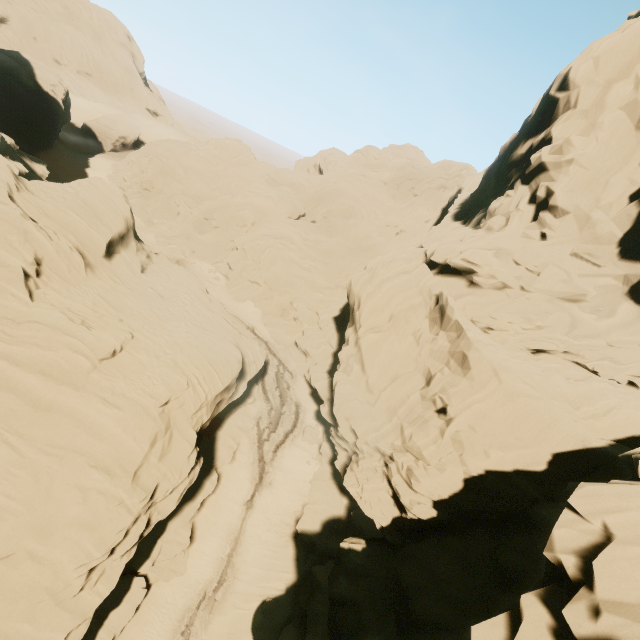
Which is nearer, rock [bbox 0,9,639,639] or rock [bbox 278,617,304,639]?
rock [bbox 0,9,639,639]

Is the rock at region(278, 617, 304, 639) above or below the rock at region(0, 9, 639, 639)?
below

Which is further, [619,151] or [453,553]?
[619,151]

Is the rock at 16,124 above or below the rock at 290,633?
above

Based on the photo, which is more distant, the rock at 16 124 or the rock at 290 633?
the rock at 290 633
